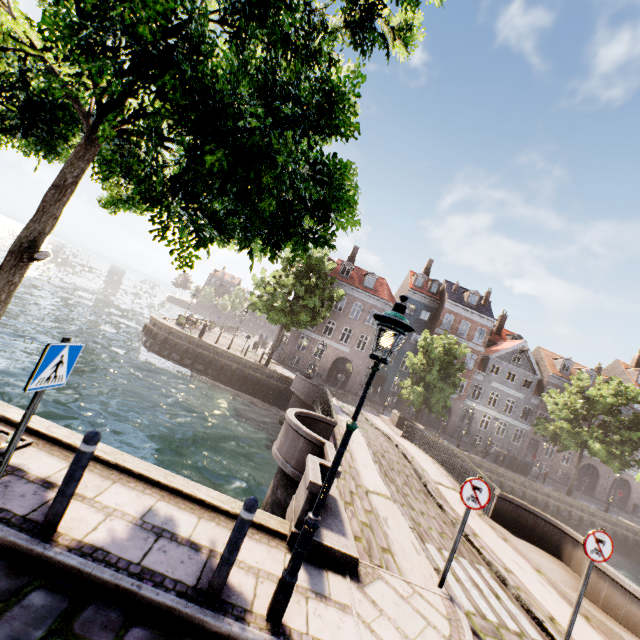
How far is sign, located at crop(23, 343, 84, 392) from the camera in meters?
3.0 m

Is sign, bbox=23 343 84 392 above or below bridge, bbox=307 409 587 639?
above

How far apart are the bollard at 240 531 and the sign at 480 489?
3.9m

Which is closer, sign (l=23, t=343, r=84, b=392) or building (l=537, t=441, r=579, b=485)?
sign (l=23, t=343, r=84, b=392)

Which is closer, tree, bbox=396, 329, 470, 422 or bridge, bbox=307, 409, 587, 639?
bridge, bbox=307, 409, 587, 639

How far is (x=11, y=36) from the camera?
4.2 meters

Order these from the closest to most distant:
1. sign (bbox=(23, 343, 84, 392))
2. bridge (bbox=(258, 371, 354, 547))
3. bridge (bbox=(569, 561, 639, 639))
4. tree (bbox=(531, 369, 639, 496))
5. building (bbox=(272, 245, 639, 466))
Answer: sign (bbox=(23, 343, 84, 392)) → bridge (bbox=(258, 371, 354, 547)) → bridge (bbox=(569, 561, 639, 639)) → tree (bbox=(531, 369, 639, 496)) → building (bbox=(272, 245, 639, 466))

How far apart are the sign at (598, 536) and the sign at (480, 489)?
1.9m
